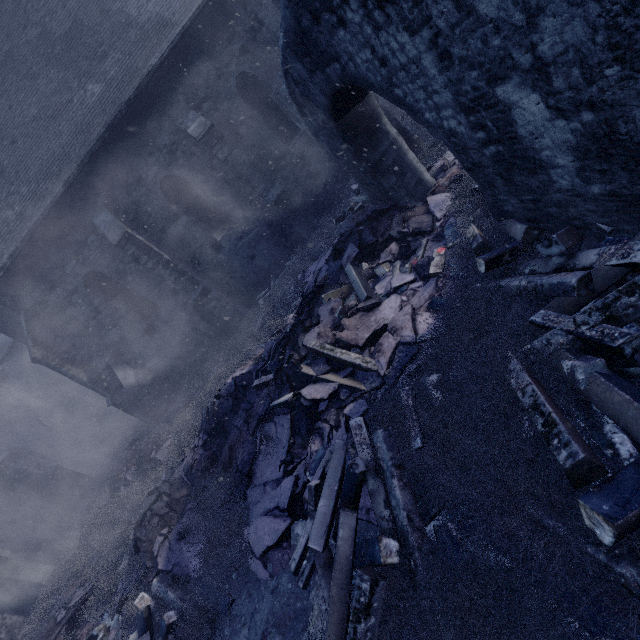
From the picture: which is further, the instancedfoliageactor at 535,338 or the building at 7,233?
the building at 7,233

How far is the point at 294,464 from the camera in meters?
5.0

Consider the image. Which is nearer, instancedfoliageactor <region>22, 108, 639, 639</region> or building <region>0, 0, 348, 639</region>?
instancedfoliageactor <region>22, 108, 639, 639</region>

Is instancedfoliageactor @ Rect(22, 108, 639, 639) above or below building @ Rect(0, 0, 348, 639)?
below

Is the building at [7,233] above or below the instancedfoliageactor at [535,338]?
above
